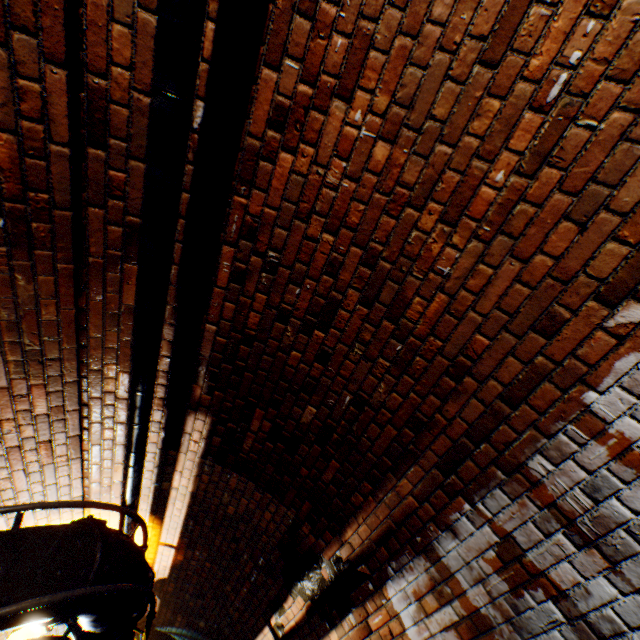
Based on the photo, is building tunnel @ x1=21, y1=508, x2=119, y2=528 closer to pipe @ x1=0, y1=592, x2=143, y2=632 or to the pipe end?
pipe @ x1=0, y1=592, x2=143, y2=632

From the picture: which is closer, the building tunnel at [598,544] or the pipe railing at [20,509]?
the building tunnel at [598,544]

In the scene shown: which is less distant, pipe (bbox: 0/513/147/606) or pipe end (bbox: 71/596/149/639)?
pipe (bbox: 0/513/147/606)

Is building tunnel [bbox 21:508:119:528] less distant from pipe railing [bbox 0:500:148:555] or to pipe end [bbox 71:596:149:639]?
pipe railing [bbox 0:500:148:555]

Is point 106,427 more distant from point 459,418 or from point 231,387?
point 459,418

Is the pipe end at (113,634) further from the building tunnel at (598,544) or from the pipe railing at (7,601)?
the building tunnel at (598,544)

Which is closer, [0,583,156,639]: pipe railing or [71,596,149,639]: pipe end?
[0,583,156,639]: pipe railing

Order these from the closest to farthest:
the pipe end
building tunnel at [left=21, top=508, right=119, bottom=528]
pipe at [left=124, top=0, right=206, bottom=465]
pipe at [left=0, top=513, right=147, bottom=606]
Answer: pipe at [left=124, top=0, right=206, bottom=465]
pipe at [left=0, top=513, right=147, bottom=606]
the pipe end
building tunnel at [left=21, top=508, right=119, bottom=528]
